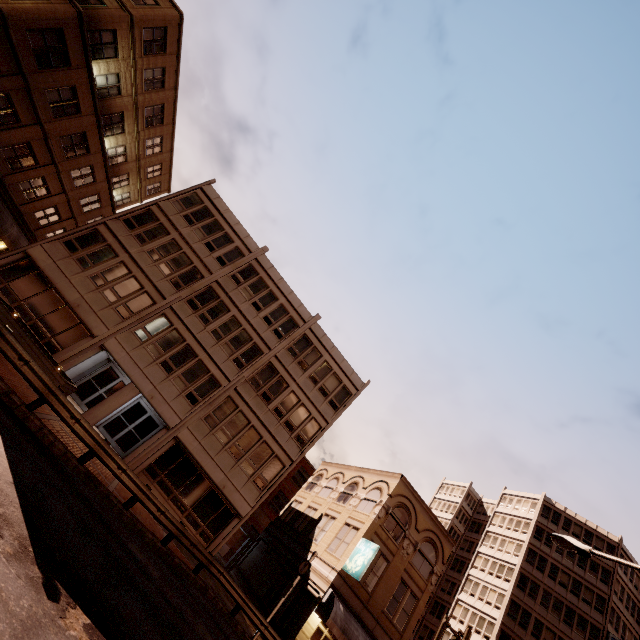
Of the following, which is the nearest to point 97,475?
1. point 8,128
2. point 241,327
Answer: point 241,327

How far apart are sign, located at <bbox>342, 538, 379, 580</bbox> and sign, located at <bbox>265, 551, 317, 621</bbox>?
3.52m

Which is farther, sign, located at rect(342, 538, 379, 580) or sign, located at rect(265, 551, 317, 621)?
sign, located at rect(342, 538, 379, 580)

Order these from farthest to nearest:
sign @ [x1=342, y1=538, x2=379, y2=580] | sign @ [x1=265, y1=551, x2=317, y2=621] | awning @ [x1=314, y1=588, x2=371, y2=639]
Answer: sign @ [x1=342, y1=538, x2=379, y2=580] < awning @ [x1=314, y1=588, x2=371, y2=639] < sign @ [x1=265, y1=551, x2=317, y2=621]

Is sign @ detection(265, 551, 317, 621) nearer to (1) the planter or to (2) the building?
(2) the building

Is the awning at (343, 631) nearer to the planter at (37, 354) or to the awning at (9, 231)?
the planter at (37, 354)

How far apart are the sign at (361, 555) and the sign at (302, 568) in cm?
352

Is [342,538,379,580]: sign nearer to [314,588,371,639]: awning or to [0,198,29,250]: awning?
[314,588,371,639]: awning
